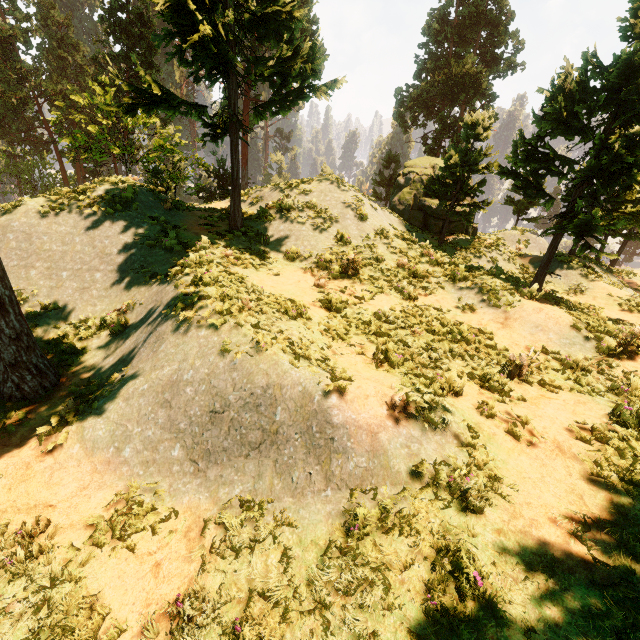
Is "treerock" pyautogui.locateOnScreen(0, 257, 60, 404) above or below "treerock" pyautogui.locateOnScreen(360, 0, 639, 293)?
below

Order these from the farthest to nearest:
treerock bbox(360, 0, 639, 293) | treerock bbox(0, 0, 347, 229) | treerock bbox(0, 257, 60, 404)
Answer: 1. treerock bbox(360, 0, 639, 293)
2. treerock bbox(0, 0, 347, 229)
3. treerock bbox(0, 257, 60, 404)

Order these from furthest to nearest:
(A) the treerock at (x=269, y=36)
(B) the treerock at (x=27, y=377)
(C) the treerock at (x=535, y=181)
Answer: (C) the treerock at (x=535, y=181) → (A) the treerock at (x=269, y=36) → (B) the treerock at (x=27, y=377)

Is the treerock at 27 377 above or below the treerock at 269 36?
below

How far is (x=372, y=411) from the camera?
5.3 meters

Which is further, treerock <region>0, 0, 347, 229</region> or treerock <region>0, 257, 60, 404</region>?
treerock <region>0, 0, 347, 229</region>
